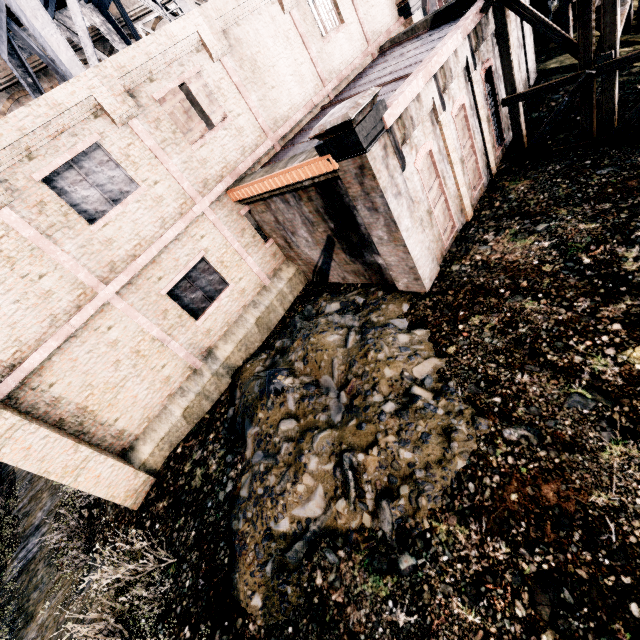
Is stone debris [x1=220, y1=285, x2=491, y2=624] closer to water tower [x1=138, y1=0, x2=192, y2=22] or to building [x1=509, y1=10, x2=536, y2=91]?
building [x1=509, y1=10, x2=536, y2=91]

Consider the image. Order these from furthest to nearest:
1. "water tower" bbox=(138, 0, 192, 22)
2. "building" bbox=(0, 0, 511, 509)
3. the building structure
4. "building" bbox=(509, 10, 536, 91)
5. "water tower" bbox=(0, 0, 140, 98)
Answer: the building structure, "water tower" bbox=(138, 0, 192, 22), "building" bbox=(509, 10, 536, 91), "water tower" bbox=(0, 0, 140, 98), "building" bbox=(0, 0, 511, 509)

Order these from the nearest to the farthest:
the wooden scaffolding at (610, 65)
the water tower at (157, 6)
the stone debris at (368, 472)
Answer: the stone debris at (368, 472) → the wooden scaffolding at (610, 65) → the water tower at (157, 6)

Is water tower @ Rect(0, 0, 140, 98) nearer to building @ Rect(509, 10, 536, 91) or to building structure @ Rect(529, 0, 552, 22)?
building @ Rect(509, 10, 536, 91)

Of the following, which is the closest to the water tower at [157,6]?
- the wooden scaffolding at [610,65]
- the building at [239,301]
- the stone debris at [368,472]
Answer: the building at [239,301]

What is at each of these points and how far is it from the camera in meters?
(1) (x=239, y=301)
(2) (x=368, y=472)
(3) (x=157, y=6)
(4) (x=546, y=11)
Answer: (1) building, 13.5 m
(2) stone debris, 7.4 m
(3) water tower, 14.8 m
(4) building structure, 16.0 m

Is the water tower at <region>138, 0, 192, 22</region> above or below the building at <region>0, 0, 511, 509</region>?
above

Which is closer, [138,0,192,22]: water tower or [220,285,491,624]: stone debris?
[220,285,491,624]: stone debris
